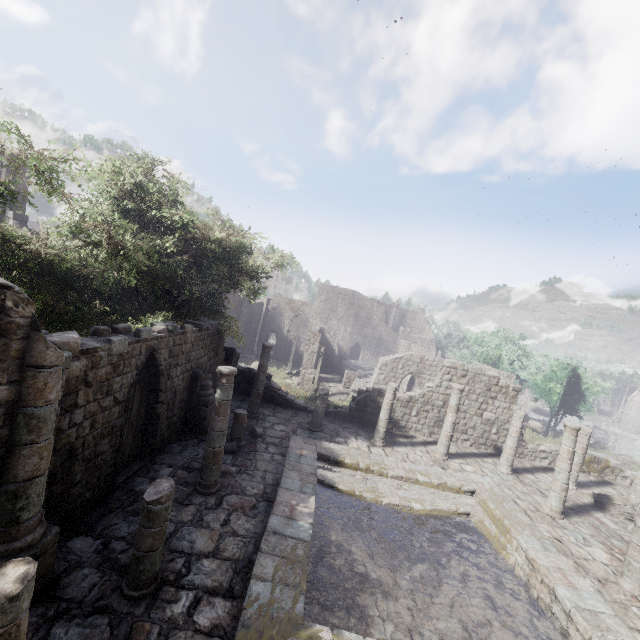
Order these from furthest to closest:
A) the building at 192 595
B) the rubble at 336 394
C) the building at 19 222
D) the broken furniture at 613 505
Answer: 1. the rubble at 336 394
2. the building at 19 222
3. the broken furniture at 613 505
4. the building at 192 595

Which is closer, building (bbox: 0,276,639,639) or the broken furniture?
building (bbox: 0,276,639,639)

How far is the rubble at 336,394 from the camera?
30.1m

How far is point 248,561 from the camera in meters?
7.9 m

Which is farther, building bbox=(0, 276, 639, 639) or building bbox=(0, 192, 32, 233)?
building bbox=(0, 192, 32, 233)

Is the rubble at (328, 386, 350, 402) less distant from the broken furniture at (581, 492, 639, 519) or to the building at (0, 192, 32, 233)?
the building at (0, 192, 32, 233)

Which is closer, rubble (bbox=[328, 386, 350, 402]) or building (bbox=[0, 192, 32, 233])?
building (bbox=[0, 192, 32, 233])
